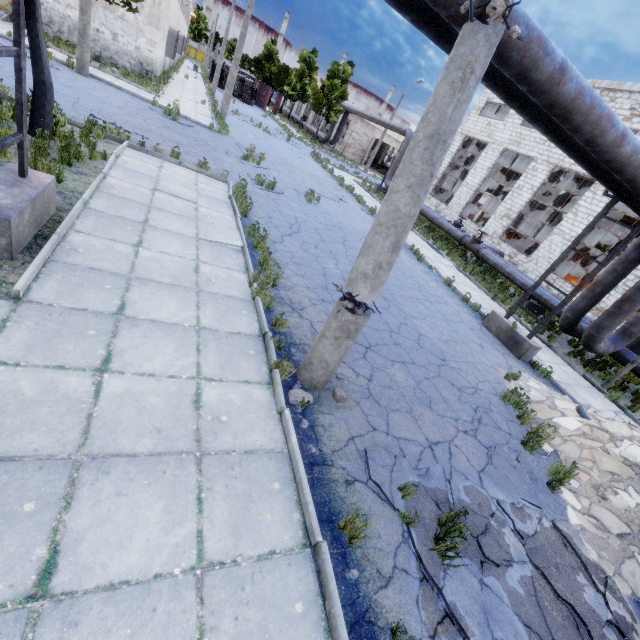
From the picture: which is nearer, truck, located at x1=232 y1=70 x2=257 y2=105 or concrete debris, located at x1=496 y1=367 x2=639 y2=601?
A: concrete debris, located at x1=496 y1=367 x2=639 y2=601

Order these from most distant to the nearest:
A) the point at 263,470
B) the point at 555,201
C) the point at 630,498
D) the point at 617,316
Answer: the point at 555,201, the point at 617,316, the point at 630,498, the point at 263,470

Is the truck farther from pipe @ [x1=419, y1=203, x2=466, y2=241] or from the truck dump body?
pipe @ [x1=419, y1=203, x2=466, y2=241]

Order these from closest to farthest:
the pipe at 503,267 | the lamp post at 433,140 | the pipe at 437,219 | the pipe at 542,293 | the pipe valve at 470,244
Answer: the lamp post at 433,140 < the pipe at 542,293 < the pipe at 503,267 < the pipe valve at 470,244 < the pipe at 437,219

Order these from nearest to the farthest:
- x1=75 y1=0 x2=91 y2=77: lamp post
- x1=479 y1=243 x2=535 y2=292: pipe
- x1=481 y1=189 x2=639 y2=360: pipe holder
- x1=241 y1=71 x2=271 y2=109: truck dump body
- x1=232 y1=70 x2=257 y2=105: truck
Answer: x1=481 y1=189 x2=639 y2=360: pipe holder < x1=75 y1=0 x2=91 y2=77: lamp post < x1=479 y1=243 x2=535 y2=292: pipe < x1=232 y1=70 x2=257 y2=105: truck < x1=241 y1=71 x2=271 y2=109: truck dump body

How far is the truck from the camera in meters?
41.9

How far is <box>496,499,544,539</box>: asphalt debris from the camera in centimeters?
432cm

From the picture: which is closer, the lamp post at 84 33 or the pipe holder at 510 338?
the pipe holder at 510 338
